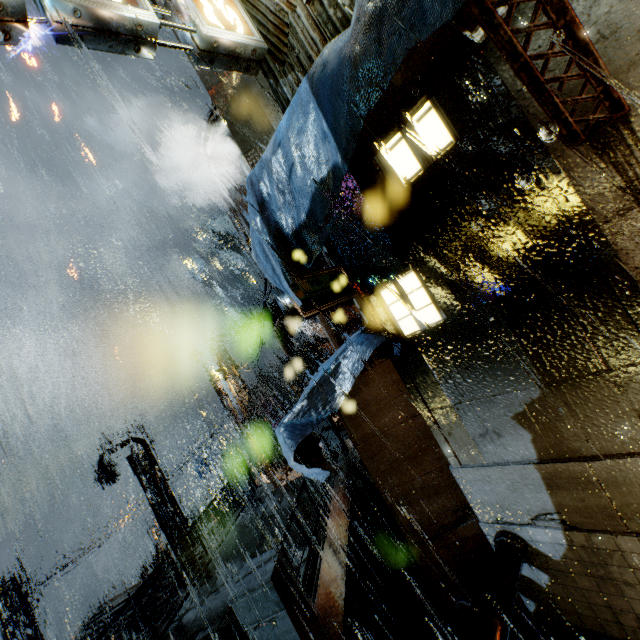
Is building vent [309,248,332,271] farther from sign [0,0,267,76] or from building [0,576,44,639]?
sign [0,0,267,76]

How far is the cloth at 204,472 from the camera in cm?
4422

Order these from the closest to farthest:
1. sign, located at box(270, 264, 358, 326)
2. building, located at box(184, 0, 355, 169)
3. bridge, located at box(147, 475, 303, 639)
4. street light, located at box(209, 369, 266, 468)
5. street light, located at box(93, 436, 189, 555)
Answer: sign, located at box(270, 264, 358, 326) < building, located at box(184, 0, 355, 169) < bridge, located at box(147, 475, 303, 639) < street light, located at box(93, 436, 189, 555) < street light, located at box(209, 369, 266, 468)

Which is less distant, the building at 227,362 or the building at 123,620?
the building at 123,620

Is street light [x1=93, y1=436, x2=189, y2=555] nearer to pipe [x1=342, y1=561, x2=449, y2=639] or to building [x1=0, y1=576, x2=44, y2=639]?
building [x1=0, y1=576, x2=44, y2=639]

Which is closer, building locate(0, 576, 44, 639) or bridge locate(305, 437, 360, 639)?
bridge locate(305, 437, 360, 639)

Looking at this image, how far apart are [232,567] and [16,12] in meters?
12.8 m

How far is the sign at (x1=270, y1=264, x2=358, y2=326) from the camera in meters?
4.9
